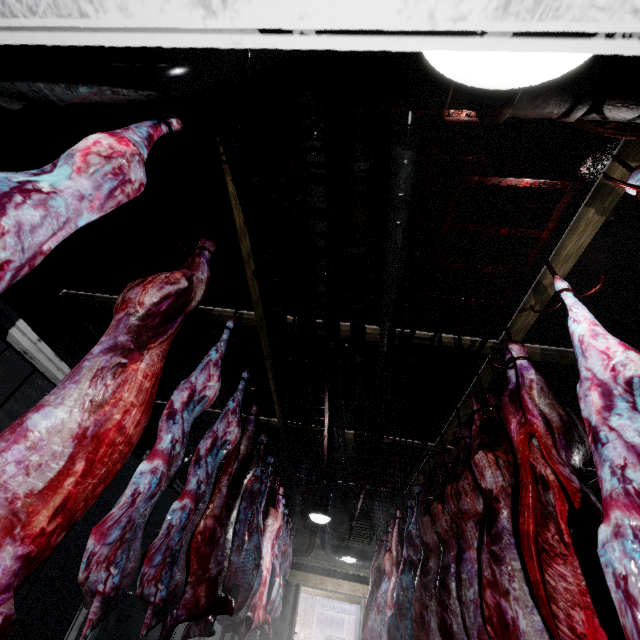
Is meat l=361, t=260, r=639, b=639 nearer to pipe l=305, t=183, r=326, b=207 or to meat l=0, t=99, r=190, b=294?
pipe l=305, t=183, r=326, b=207

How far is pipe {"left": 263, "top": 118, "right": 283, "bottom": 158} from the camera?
2.5m

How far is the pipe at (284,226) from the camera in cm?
303

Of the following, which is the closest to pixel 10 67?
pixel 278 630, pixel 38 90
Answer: pixel 38 90

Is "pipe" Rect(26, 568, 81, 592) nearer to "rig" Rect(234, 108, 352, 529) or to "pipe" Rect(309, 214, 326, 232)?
"pipe" Rect(309, 214, 326, 232)

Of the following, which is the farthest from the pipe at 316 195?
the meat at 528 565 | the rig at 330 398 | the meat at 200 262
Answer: the meat at 528 565

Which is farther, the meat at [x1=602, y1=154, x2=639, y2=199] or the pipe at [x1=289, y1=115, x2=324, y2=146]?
the pipe at [x1=289, y1=115, x2=324, y2=146]
